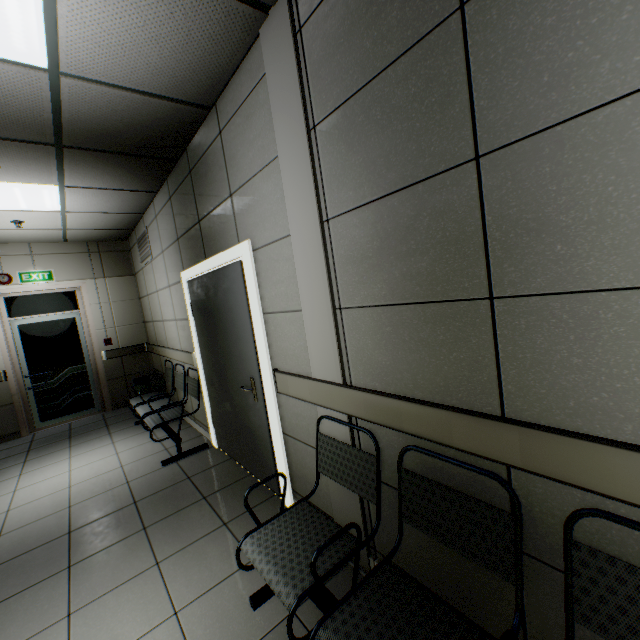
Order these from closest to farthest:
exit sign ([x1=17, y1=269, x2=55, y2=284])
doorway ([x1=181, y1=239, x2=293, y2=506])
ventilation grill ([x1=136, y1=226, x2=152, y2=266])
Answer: doorway ([x1=181, y1=239, x2=293, y2=506]) → ventilation grill ([x1=136, y1=226, x2=152, y2=266]) → exit sign ([x1=17, y1=269, x2=55, y2=284])

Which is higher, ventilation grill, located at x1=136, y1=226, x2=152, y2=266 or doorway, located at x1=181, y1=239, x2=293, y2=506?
ventilation grill, located at x1=136, y1=226, x2=152, y2=266

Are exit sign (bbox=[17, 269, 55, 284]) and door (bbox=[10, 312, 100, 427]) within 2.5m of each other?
yes

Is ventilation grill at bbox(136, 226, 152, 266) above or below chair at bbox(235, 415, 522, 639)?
above

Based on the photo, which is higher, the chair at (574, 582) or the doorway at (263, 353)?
the doorway at (263, 353)

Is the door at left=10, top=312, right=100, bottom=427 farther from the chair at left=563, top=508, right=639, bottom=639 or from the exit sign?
the chair at left=563, top=508, right=639, bottom=639

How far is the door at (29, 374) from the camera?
5.69m

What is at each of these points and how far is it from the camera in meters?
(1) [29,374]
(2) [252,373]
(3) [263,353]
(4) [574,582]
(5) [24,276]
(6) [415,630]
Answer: (1) door, 5.7 m
(2) door, 2.8 m
(3) doorway, 2.5 m
(4) chair, 1.0 m
(5) exit sign, 5.6 m
(6) chair, 1.2 m
